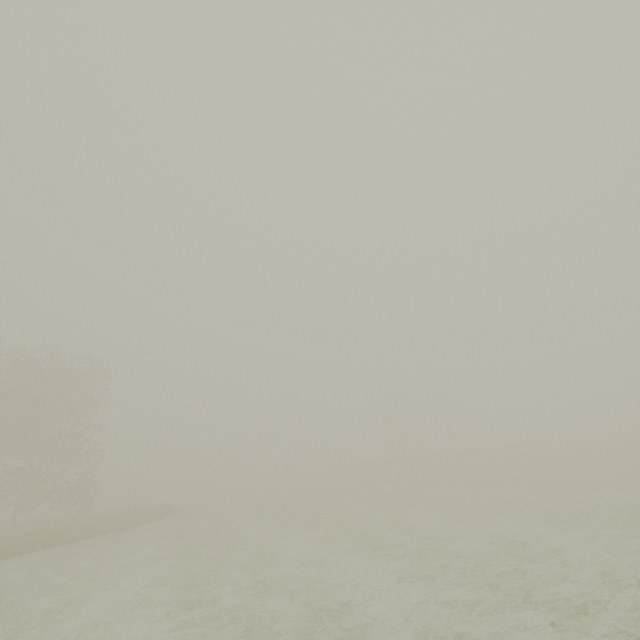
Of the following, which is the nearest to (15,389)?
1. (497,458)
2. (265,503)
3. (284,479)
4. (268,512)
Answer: (265,503)
